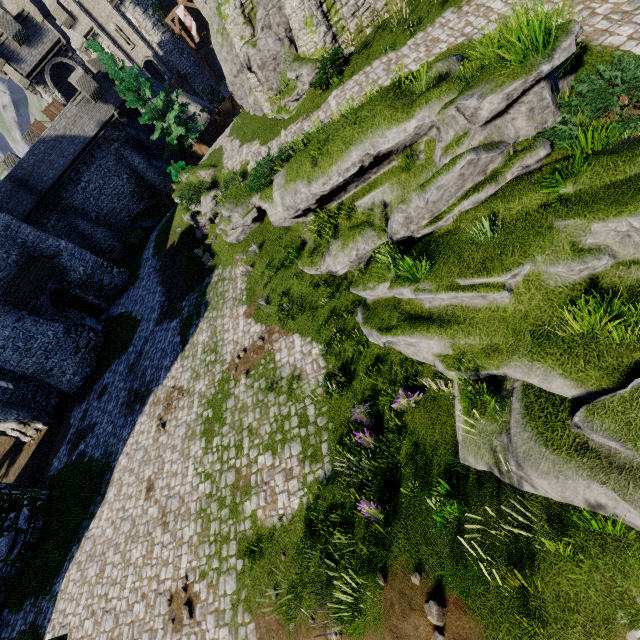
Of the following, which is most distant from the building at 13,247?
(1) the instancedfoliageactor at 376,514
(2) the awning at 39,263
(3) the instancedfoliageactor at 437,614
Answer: (3) the instancedfoliageactor at 437,614

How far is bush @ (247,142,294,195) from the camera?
13.60m

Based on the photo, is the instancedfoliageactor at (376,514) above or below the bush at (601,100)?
below

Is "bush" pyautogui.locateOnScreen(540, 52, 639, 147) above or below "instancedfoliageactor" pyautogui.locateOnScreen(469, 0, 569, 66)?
below

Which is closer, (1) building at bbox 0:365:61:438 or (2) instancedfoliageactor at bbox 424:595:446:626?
(2) instancedfoliageactor at bbox 424:595:446:626

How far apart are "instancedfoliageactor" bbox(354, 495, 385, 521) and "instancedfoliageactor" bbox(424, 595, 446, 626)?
1.4m

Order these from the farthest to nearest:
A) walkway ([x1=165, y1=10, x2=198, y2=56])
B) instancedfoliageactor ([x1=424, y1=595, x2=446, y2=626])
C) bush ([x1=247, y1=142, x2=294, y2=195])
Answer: walkway ([x1=165, y1=10, x2=198, y2=56]) → bush ([x1=247, y1=142, x2=294, y2=195]) → instancedfoliageactor ([x1=424, y1=595, x2=446, y2=626])

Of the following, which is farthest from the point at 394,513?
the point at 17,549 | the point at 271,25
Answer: the point at 271,25
